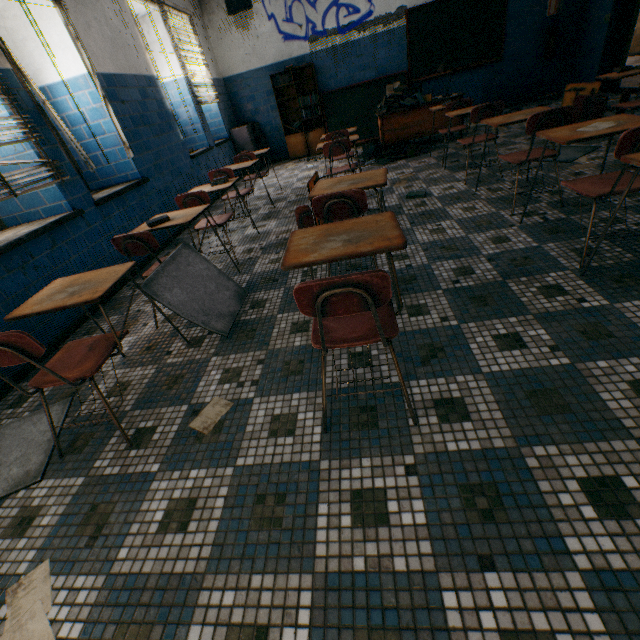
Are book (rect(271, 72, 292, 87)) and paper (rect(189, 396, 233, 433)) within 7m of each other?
no

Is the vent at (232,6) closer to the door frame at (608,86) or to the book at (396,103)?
the book at (396,103)

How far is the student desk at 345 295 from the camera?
1.1 meters

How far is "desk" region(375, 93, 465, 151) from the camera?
5.6 meters

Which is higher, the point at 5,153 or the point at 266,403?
the point at 5,153

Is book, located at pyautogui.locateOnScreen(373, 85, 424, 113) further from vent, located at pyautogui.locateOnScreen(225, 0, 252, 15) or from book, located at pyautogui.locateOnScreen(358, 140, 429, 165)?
vent, located at pyautogui.locateOnScreen(225, 0, 252, 15)

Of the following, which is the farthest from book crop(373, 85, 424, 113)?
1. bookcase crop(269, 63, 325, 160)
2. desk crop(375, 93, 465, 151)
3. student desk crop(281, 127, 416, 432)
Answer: student desk crop(281, 127, 416, 432)

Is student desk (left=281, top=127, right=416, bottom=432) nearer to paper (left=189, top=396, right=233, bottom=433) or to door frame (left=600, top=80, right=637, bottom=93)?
paper (left=189, top=396, right=233, bottom=433)
